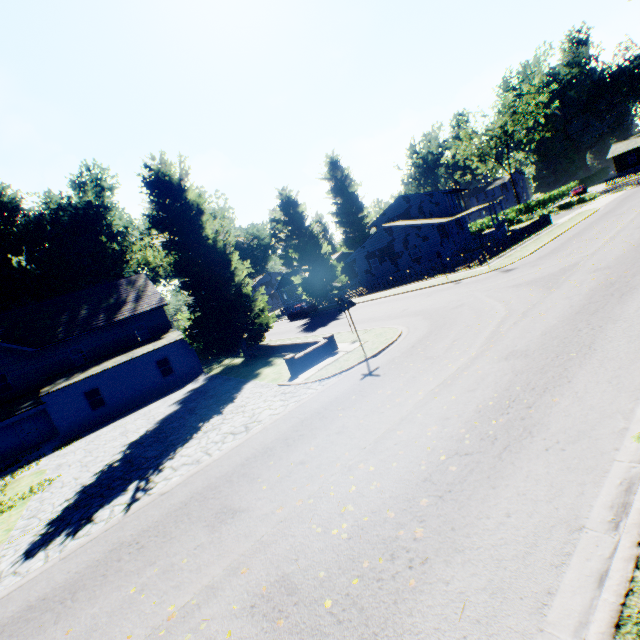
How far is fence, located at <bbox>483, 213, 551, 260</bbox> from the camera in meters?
26.1

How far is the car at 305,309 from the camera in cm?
3826

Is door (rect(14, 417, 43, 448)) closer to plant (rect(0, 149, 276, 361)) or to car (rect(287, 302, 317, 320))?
plant (rect(0, 149, 276, 361))

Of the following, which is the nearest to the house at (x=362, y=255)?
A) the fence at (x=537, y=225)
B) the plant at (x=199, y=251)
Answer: the plant at (x=199, y=251)

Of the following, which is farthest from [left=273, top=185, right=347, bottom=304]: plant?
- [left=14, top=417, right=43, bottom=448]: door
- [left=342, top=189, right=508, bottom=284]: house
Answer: [left=14, top=417, right=43, bottom=448]: door

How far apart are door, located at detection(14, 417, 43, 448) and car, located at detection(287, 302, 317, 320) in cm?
2562

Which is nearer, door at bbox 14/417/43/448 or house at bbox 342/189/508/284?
door at bbox 14/417/43/448

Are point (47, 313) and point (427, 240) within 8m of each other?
no
